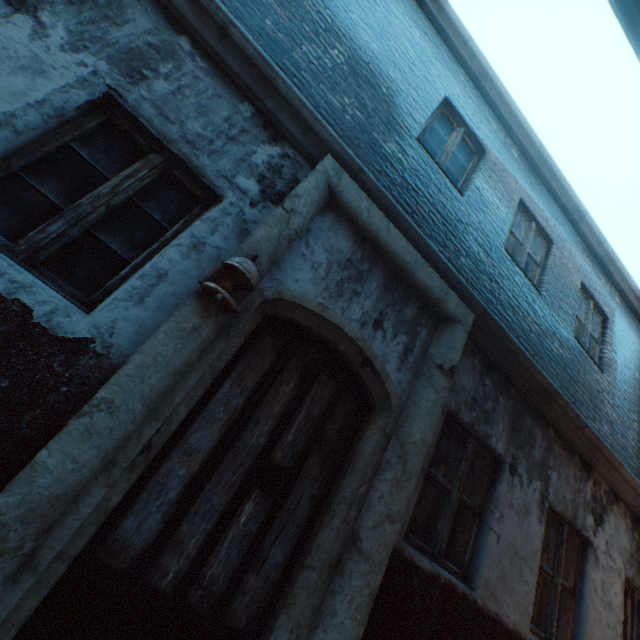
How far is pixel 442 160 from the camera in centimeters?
443cm

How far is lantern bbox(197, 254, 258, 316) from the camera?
1.98m

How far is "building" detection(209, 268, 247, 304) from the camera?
2.1m

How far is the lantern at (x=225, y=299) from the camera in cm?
198

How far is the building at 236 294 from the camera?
2.1m
